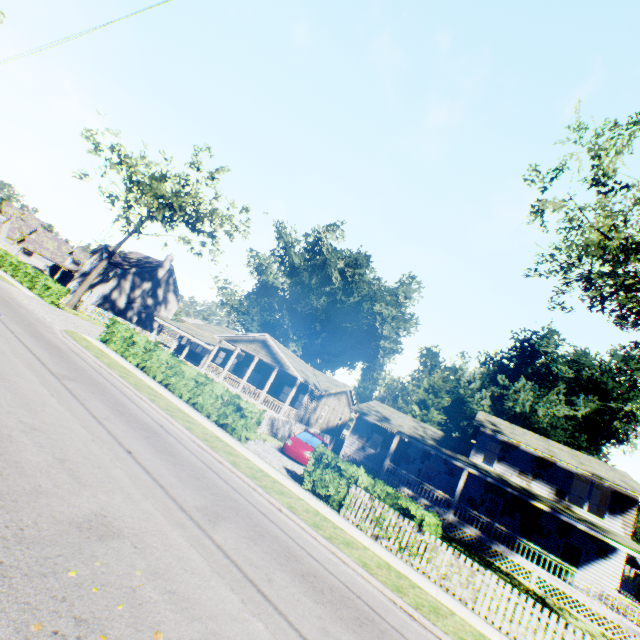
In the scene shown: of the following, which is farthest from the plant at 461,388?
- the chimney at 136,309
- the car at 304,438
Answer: the car at 304,438

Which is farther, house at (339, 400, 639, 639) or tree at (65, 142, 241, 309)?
tree at (65, 142, 241, 309)

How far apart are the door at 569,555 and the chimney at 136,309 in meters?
51.4 m

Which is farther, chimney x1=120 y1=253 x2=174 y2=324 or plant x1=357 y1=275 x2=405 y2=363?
plant x1=357 y1=275 x2=405 y2=363

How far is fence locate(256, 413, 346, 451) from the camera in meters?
20.9 m

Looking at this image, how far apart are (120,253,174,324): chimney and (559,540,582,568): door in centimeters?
5142cm

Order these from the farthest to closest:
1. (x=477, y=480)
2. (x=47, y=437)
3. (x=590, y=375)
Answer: (x=590, y=375) < (x=477, y=480) < (x=47, y=437)

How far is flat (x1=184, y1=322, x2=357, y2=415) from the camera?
28.07m
